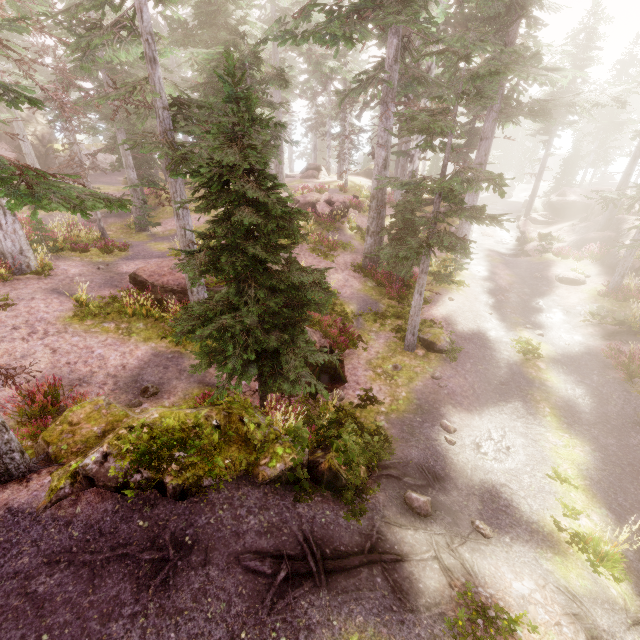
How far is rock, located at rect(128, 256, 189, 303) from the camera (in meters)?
13.49

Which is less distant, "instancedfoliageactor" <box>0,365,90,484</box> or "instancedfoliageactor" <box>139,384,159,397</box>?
"instancedfoliageactor" <box>0,365,90,484</box>

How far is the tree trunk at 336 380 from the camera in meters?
11.3

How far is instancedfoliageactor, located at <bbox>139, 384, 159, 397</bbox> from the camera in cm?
985

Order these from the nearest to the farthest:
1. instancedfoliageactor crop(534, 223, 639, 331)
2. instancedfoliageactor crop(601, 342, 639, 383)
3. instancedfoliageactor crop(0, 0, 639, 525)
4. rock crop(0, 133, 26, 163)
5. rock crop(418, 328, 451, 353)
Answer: instancedfoliageactor crop(0, 0, 639, 525)
instancedfoliageactor crop(601, 342, 639, 383)
rock crop(418, 328, 451, 353)
instancedfoliageactor crop(534, 223, 639, 331)
rock crop(0, 133, 26, 163)

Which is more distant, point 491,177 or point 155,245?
point 155,245

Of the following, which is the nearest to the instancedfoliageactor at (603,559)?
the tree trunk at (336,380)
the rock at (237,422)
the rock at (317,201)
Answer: the rock at (237,422)

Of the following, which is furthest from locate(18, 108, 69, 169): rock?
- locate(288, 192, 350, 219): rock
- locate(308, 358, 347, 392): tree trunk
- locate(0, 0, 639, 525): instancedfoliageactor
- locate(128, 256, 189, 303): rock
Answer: locate(308, 358, 347, 392): tree trunk
